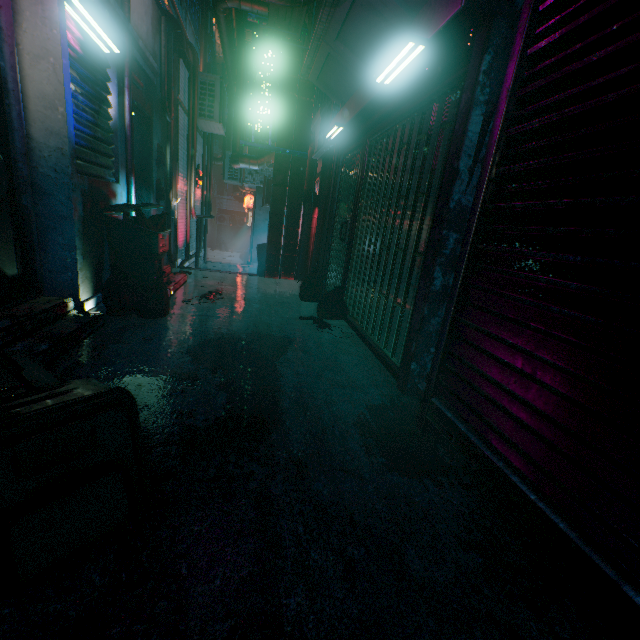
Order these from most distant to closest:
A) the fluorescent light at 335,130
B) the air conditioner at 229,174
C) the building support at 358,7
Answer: the air conditioner at 229,174, the fluorescent light at 335,130, the building support at 358,7

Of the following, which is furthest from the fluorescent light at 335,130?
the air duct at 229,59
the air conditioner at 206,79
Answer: the air conditioner at 206,79

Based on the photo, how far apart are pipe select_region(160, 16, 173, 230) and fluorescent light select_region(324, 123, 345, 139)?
2.5 meters

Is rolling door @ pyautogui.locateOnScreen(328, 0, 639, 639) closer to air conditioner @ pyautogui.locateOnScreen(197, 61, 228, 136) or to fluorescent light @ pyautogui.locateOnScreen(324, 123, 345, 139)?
fluorescent light @ pyautogui.locateOnScreen(324, 123, 345, 139)

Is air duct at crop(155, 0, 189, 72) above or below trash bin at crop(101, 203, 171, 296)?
above

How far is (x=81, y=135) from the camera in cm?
298

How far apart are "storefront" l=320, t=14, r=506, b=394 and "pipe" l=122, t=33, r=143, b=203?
2.7m

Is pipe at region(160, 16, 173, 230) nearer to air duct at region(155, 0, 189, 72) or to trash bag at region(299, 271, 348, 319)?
air duct at region(155, 0, 189, 72)
